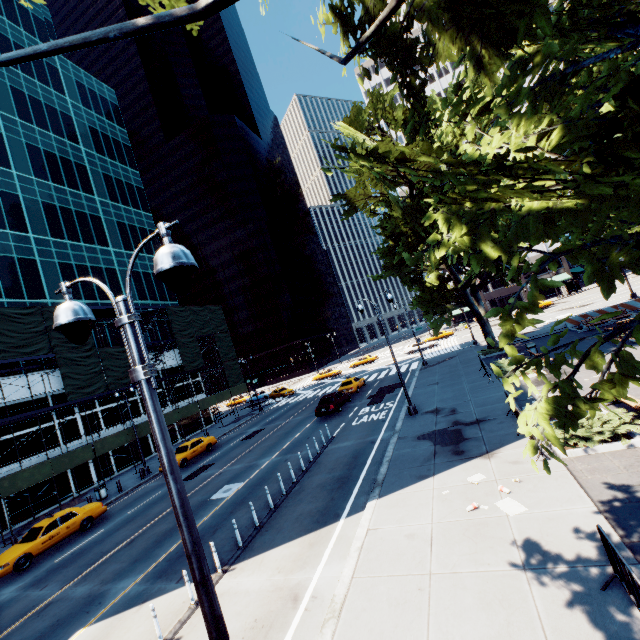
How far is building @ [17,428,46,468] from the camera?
24.9 meters

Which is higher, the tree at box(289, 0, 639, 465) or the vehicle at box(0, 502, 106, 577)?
the tree at box(289, 0, 639, 465)

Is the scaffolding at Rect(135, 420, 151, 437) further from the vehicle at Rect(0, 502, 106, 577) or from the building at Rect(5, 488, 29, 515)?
the vehicle at Rect(0, 502, 106, 577)

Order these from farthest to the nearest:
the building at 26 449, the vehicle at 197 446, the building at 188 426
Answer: the building at 188 426 < the vehicle at 197 446 < the building at 26 449

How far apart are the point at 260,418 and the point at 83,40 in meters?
37.1 m

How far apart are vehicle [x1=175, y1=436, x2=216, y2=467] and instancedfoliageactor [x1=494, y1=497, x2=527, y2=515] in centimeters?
2337cm

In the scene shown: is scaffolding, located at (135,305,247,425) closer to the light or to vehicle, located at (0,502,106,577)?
vehicle, located at (0,502,106,577)

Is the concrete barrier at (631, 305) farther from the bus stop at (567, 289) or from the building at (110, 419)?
the building at (110, 419)
